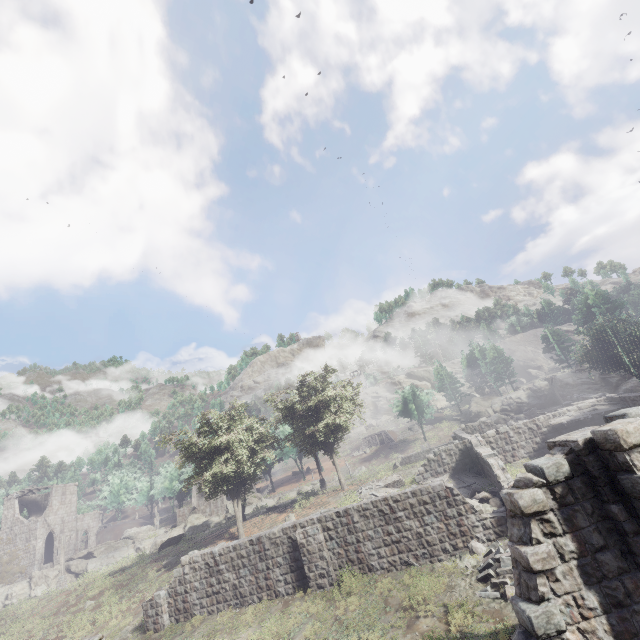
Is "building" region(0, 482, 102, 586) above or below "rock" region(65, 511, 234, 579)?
above

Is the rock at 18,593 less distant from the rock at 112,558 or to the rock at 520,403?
the rock at 112,558

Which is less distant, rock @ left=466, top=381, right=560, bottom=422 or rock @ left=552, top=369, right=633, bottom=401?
rock @ left=552, top=369, right=633, bottom=401

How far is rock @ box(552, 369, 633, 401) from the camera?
40.5m

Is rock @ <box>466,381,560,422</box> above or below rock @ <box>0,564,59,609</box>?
above

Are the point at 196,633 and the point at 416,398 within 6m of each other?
no

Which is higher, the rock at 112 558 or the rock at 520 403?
the rock at 520 403

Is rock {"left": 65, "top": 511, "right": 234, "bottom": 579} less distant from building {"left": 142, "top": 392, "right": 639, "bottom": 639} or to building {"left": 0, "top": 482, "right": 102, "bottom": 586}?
building {"left": 0, "top": 482, "right": 102, "bottom": 586}
